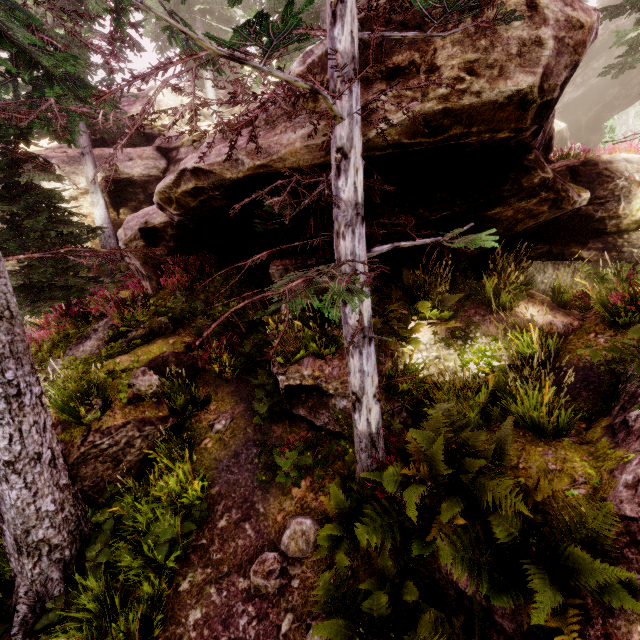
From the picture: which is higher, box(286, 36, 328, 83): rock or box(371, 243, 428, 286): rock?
box(286, 36, 328, 83): rock

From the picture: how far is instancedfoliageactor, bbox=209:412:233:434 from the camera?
6.7m

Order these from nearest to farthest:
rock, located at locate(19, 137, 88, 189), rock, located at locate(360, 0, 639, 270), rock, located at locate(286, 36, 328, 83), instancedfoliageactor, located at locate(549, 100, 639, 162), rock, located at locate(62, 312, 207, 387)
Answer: rock, located at locate(360, 0, 639, 270) → rock, located at locate(286, 36, 328, 83) → rock, located at locate(62, 312, 207, 387) → instancedfoliageactor, located at locate(549, 100, 639, 162) → rock, located at locate(19, 137, 88, 189)

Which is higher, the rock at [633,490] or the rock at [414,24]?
the rock at [414,24]

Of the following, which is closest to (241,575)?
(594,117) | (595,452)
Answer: (595,452)

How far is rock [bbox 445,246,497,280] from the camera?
8.05m

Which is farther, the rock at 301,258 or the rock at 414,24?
the rock at 301,258
